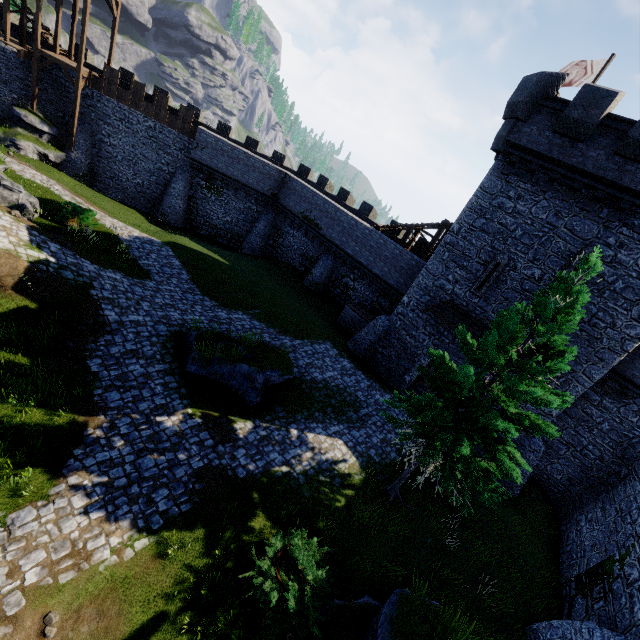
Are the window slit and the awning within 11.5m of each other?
yes

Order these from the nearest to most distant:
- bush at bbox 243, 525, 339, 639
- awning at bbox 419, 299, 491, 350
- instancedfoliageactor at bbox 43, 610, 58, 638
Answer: instancedfoliageactor at bbox 43, 610, 58, 638, bush at bbox 243, 525, 339, 639, awning at bbox 419, 299, 491, 350

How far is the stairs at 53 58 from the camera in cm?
2400

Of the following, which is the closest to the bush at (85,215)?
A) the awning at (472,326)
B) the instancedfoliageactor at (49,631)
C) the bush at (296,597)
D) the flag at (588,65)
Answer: the instancedfoliageactor at (49,631)

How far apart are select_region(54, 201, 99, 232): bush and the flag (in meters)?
27.86

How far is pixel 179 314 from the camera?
15.6 meters

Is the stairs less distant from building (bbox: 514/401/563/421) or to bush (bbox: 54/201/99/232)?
bush (bbox: 54/201/99/232)

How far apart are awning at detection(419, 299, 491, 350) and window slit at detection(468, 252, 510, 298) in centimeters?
74cm
